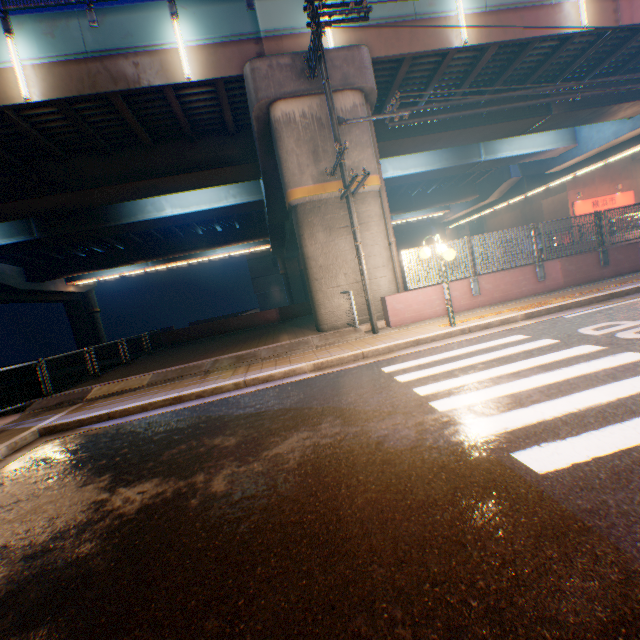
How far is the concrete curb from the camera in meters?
8.7 m

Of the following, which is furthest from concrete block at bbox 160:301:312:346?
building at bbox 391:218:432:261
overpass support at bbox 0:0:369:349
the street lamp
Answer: the street lamp

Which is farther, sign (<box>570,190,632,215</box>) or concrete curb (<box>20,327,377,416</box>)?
sign (<box>570,190,632,215</box>)

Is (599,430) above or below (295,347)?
below

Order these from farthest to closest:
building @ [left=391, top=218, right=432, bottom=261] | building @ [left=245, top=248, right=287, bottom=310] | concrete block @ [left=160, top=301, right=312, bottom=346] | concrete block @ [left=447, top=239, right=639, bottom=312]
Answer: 1. building @ [left=391, top=218, right=432, bottom=261]
2. building @ [left=245, top=248, right=287, bottom=310]
3. concrete block @ [left=160, top=301, right=312, bottom=346]
4. concrete block @ [left=447, top=239, right=639, bottom=312]

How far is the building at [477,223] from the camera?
56.44m

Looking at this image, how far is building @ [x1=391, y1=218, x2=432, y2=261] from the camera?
54.3m

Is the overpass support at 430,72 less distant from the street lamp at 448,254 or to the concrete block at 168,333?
the concrete block at 168,333
